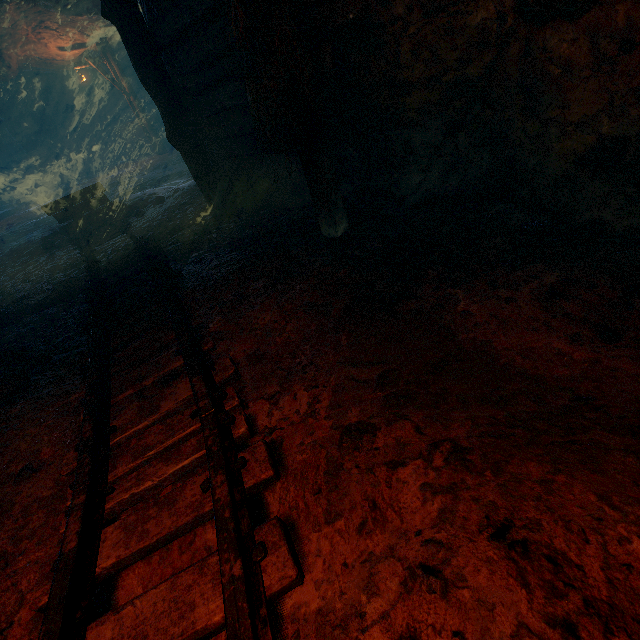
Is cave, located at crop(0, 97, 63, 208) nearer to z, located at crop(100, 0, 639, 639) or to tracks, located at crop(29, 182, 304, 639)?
tracks, located at crop(29, 182, 304, 639)

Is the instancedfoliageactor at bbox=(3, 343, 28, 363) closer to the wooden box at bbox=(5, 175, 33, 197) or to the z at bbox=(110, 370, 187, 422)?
the z at bbox=(110, 370, 187, 422)

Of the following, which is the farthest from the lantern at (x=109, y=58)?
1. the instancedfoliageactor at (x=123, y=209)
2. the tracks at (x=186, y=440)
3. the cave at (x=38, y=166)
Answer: the tracks at (x=186, y=440)

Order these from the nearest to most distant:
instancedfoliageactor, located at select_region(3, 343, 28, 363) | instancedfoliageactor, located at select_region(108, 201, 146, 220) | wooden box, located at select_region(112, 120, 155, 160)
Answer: instancedfoliageactor, located at select_region(3, 343, 28, 363)
instancedfoliageactor, located at select_region(108, 201, 146, 220)
wooden box, located at select_region(112, 120, 155, 160)

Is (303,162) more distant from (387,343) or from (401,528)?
(401,528)

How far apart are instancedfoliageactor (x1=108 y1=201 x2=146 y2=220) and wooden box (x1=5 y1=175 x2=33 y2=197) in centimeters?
2623cm

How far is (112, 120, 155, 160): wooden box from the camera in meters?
18.2

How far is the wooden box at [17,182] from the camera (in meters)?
24.84
